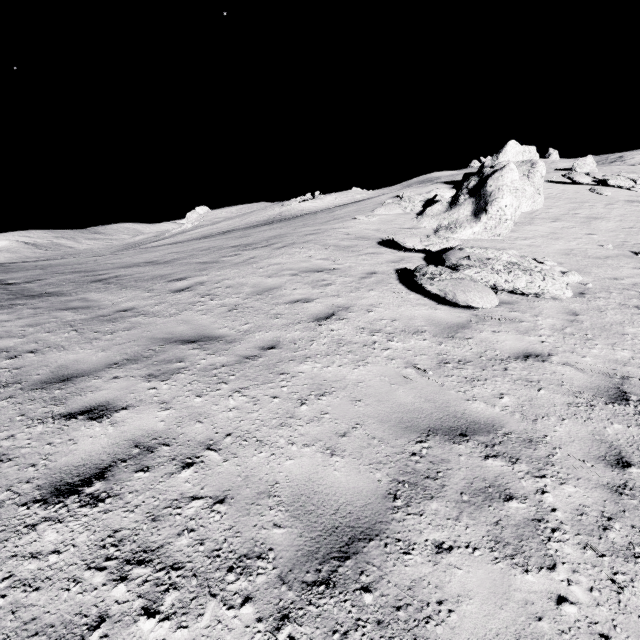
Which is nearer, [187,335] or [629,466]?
[629,466]
